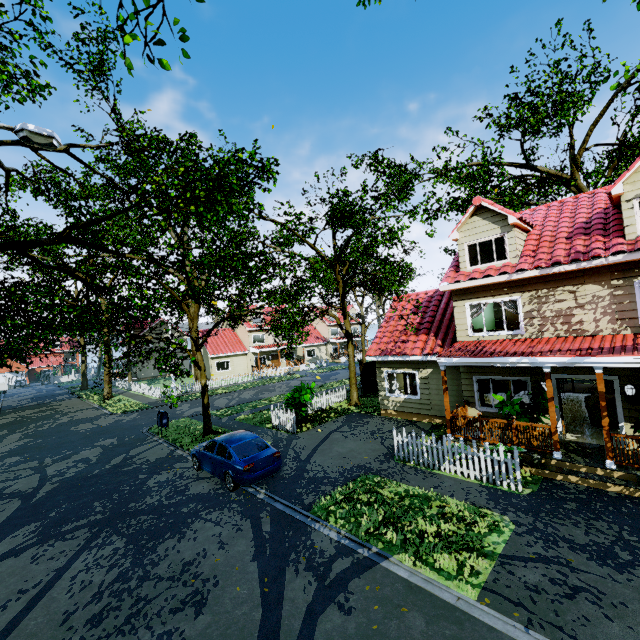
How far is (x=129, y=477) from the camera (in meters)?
12.59

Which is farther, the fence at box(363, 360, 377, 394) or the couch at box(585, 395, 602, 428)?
the fence at box(363, 360, 377, 394)

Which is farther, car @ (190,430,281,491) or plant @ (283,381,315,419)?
plant @ (283,381,315,419)

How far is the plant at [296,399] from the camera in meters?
16.3 m

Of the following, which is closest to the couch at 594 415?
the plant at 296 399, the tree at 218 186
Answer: the tree at 218 186

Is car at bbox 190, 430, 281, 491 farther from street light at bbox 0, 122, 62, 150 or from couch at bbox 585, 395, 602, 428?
couch at bbox 585, 395, 602, 428

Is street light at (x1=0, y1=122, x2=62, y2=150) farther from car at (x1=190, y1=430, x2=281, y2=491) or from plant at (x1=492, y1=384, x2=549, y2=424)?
plant at (x1=492, y1=384, x2=549, y2=424)

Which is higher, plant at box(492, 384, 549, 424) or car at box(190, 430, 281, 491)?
plant at box(492, 384, 549, 424)
